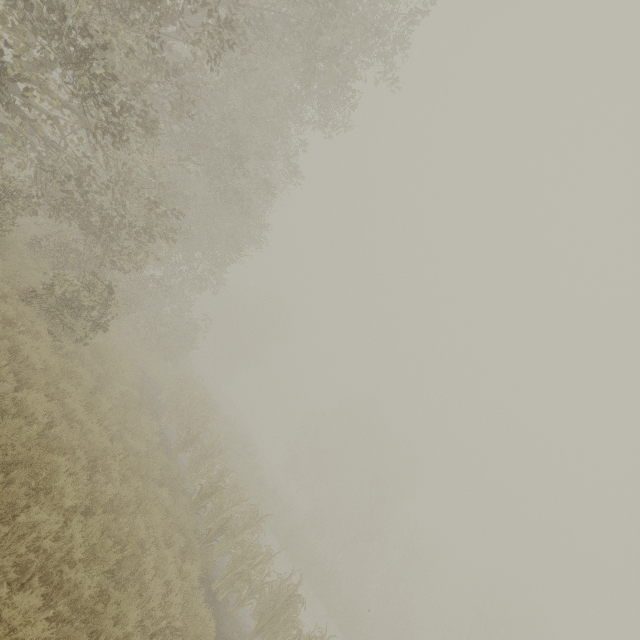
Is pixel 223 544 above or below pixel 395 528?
below
